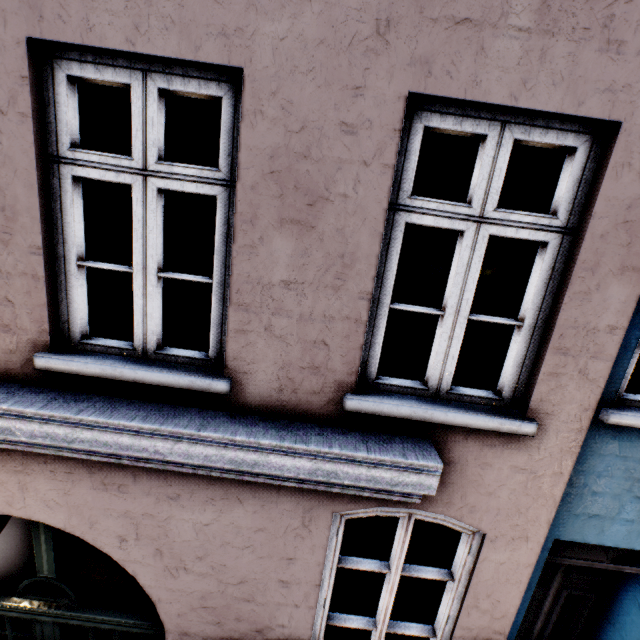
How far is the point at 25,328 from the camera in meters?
2.1
